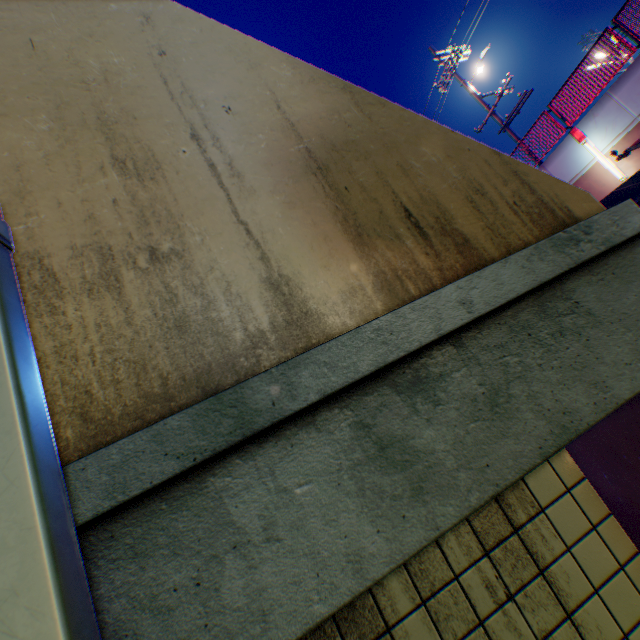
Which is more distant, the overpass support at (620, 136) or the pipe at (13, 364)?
the overpass support at (620, 136)

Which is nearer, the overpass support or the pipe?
the pipe

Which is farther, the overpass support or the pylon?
the overpass support

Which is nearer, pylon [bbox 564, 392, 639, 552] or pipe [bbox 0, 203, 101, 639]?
pipe [bbox 0, 203, 101, 639]

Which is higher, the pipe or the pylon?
the pipe

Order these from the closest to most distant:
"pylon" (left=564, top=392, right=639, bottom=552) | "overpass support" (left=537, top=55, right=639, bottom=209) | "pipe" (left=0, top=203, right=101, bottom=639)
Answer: "pipe" (left=0, top=203, right=101, bottom=639)
"pylon" (left=564, top=392, right=639, bottom=552)
"overpass support" (left=537, top=55, right=639, bottom=209)

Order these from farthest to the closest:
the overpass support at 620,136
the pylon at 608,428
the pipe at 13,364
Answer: the overpass support at 620,136, the pylon at 608,428, the pipe at 13,364

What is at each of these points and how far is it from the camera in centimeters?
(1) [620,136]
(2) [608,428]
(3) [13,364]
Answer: (1) overpass support, 1028cm
(2) pylon, 196cm
(3) pipe, 98cm
